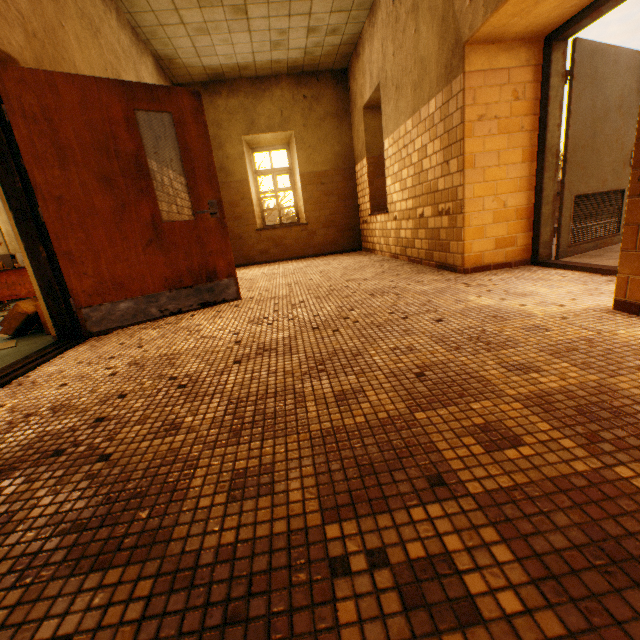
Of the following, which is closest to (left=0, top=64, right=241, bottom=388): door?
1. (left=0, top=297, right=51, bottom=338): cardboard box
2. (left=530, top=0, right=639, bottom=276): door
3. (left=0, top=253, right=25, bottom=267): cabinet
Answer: (left=0, top=297, right=51, bottom=338): cardboard box

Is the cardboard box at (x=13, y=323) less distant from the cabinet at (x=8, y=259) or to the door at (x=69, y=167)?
the door at (x=69, y=167)

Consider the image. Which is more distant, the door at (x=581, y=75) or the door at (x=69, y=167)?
the door at (x=581, y=75)

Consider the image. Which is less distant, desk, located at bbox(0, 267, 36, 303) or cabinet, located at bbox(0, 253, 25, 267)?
desk, located at bbox(0, 267, 36, 303)

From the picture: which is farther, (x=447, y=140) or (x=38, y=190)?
(x=447, y=140)

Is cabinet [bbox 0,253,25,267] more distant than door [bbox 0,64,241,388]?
Yes

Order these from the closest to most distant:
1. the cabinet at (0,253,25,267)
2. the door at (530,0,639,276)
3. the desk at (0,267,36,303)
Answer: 1. the door at (530,0,639,276)
2. the desk at (0,267,36,303)
3. the cabinet at (0,253,25,267)

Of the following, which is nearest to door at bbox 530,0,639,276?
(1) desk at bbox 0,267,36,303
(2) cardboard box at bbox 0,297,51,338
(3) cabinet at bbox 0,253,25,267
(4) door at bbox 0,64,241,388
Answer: (4) door at bbox 0,64,241,388
